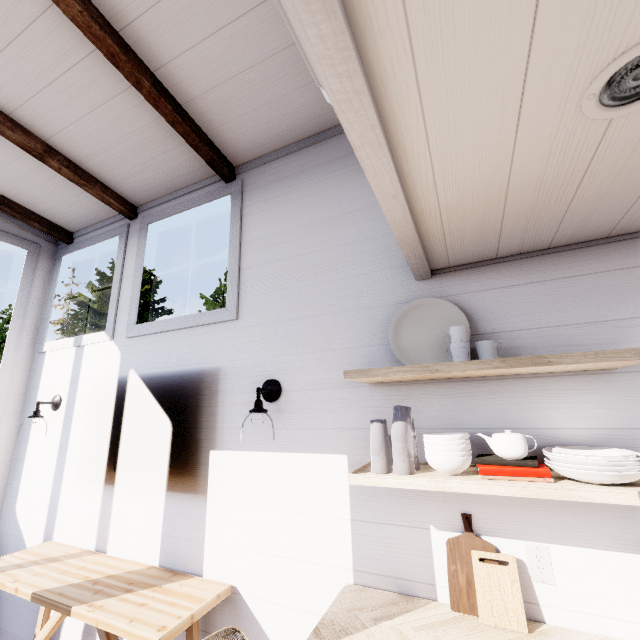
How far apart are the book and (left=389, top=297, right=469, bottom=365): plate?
0.43m

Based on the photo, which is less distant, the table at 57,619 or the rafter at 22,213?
the table at 57,619

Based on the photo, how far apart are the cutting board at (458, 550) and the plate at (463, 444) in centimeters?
30cm

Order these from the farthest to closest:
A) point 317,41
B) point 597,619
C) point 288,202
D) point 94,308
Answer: point 94,308 → point 288,202 → point 597,619 → point 317,41

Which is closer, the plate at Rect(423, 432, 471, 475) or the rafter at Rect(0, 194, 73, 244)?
the plate at Rect(423, 432, 471, 475)

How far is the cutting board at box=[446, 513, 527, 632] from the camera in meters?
1.2 m

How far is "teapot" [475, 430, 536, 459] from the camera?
1.2 meters

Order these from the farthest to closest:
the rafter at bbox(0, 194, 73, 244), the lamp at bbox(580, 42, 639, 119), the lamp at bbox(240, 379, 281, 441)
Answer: the rafter at bbox(0, 194, 73, 244), the lamp at bbox(240, 379, 281, 441), the lamp at bbox(580, 42, 639, 119)
